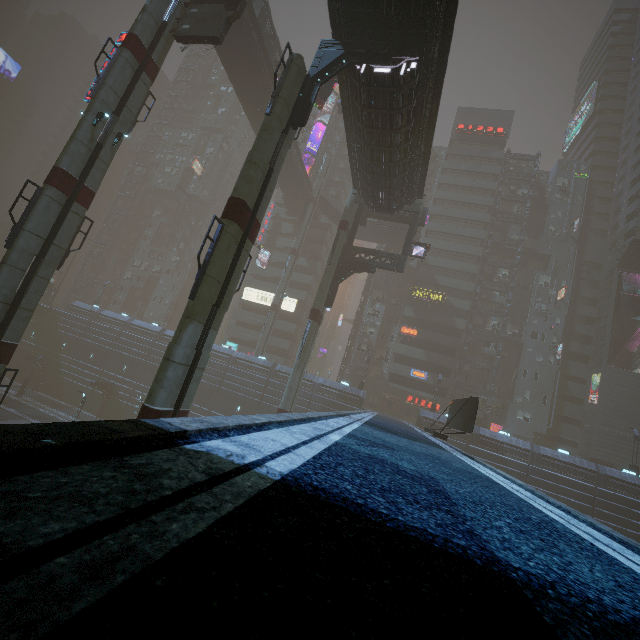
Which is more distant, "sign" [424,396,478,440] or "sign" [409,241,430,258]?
"sign" [409,241,430,258]

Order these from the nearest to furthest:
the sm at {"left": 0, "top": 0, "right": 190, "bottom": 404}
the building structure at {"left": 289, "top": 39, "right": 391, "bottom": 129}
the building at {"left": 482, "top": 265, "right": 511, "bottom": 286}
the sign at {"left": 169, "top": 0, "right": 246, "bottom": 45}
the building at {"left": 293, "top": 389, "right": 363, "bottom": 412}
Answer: the building structure at {"left": 289, "top": 39, "right": 391, "bottom": 129}, the sm at {"left": 0, "top": 0, "right": 190, "bottom": 404}, the sign at {"left": 169, "top": 0, "right": 246, "bottom": 45}, the building at {"left": 293, "top": 389, "right": 363, "bottom": 412}, the building at {"left": 482, "top": 265, "right": 511, "bottom": 286}

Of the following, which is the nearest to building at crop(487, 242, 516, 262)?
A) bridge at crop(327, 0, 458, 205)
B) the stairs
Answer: bridge at crop(327, 0, 458, 205)

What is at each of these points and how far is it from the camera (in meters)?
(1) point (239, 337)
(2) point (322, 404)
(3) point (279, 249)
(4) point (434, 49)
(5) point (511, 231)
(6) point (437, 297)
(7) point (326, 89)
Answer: (1) building, 55.53
(2) building, 38.62
(3) building, 59.75
(4) bridge, 15.35
(5) building, 52.44
(6) sign, 48.59
(7) car, 26.12

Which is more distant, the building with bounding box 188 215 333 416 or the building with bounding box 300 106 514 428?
the building with bounding box 300 106 514 428

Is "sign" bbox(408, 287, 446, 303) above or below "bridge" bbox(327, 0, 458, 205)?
above

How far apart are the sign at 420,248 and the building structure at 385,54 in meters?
16.3 m

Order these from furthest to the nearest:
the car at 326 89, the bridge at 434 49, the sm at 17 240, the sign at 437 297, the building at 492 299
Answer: the building at 492 299 < the sign at 437 297 < the car at 326 89 < the sm at 17 240 < the bridge at 434 49
